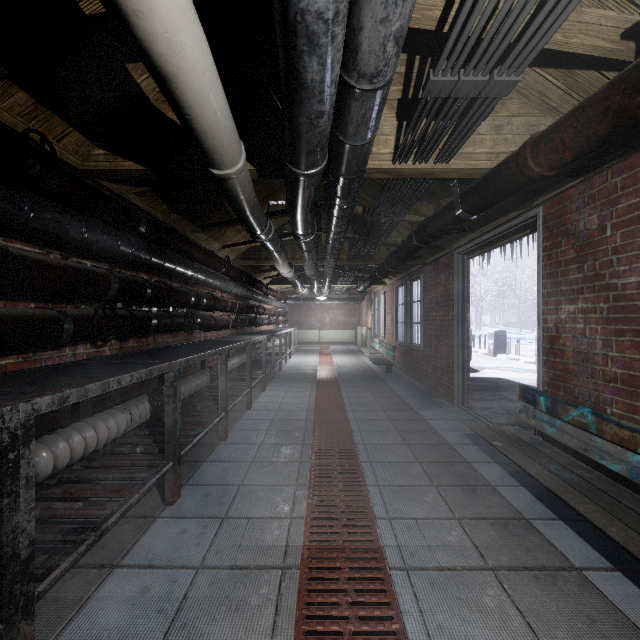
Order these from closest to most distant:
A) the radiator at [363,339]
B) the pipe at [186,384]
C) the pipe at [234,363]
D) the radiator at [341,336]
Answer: the pipe at [186,384] → the pipe at [234,363] → the radiator at [363,339] → the radiator at [341,336]

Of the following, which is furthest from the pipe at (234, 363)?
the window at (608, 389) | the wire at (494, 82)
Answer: the window at (608, 389)

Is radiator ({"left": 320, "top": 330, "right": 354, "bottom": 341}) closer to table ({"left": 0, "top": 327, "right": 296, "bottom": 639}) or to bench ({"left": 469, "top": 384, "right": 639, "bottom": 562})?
table ({"left": 0, "top": 327, "right": 296, "bottom": 639})

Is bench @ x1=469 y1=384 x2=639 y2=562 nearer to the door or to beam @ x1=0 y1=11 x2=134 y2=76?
the door

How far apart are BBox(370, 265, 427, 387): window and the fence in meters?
3.7

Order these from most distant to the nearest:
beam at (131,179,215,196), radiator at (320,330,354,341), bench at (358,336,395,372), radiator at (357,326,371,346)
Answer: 1. radiator at (320,330,354,341)
2. radiator at (357,326,371,346)
3. bench at (358,336,395,372)
4. beam at (131,179,215,196)

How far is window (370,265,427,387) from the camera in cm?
533

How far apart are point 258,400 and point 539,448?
3.2m
